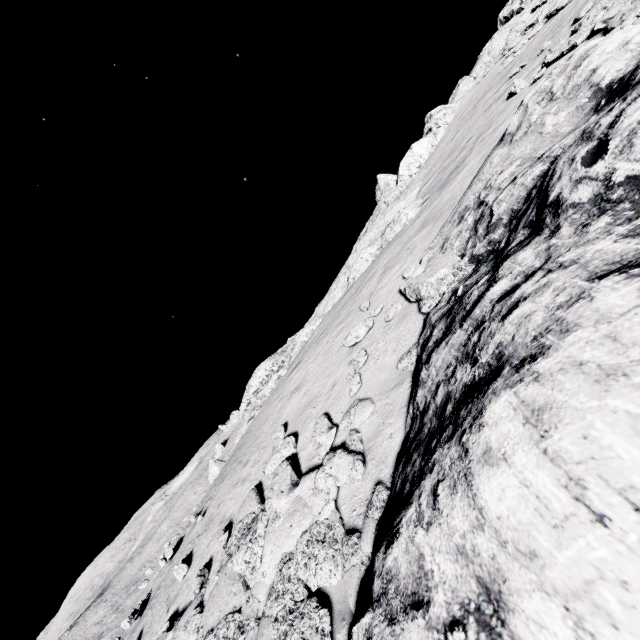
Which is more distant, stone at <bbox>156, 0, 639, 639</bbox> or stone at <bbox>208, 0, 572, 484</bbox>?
stone at <bbox>208, 0, 572, 484</bbox>

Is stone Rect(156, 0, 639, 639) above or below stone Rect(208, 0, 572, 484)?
below

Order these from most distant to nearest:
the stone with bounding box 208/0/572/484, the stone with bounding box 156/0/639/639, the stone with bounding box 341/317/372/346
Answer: the stone with bounding box 208/0/572/484 < the stone with bounding box 341/317/372/346 < the stone with bounding box 156/0/639/639

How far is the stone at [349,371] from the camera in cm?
838

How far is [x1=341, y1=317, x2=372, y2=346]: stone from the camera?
10.11m

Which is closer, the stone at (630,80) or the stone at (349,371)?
the stone at (630,80)

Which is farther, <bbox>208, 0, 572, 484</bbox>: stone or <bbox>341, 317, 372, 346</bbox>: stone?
<bbox>208, 0, 572, 484</bbox>: stone

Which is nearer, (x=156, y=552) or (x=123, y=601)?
(x=123, y=601)
